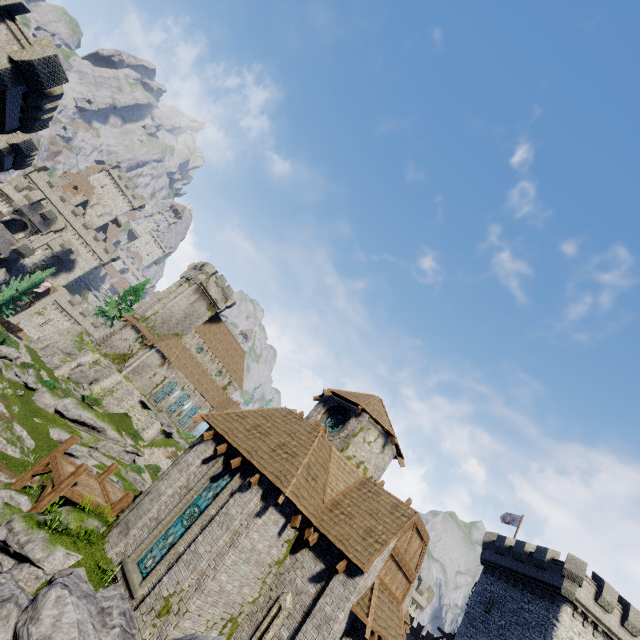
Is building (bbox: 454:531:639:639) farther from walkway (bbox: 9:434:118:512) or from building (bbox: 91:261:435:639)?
walkway (bbox: 9:434:118:512)

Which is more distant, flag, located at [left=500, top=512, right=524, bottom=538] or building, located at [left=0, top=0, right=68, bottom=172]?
flag, located at [left=500, top=512, right=524, bottom=538]

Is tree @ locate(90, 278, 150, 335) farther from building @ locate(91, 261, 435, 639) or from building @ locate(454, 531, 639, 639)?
building @ locate(454, 531, 639, 639)

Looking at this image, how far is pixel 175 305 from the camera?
49.3m

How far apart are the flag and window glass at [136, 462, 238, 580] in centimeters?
3766cm

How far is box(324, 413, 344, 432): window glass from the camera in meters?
18.1

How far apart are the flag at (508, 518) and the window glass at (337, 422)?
32.3 meters

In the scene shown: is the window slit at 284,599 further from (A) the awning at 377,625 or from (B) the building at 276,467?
(A) the awning at 377,625
